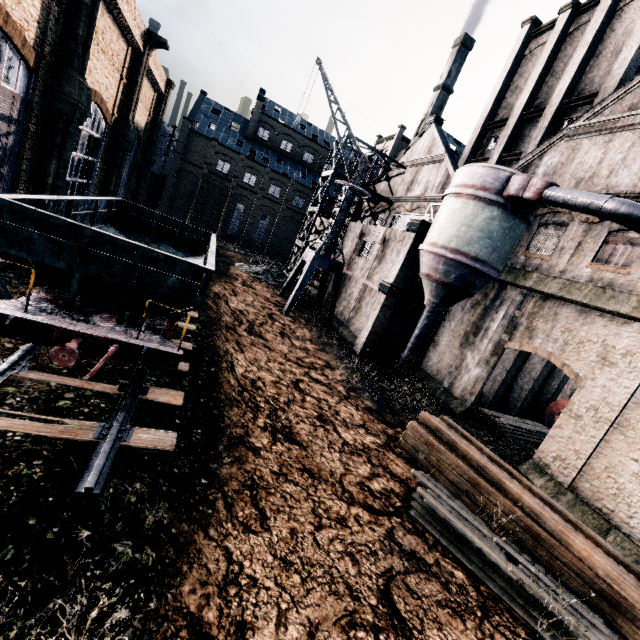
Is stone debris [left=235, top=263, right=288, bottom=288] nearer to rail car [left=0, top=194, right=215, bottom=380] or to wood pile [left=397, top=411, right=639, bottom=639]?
rail car [left=0, top=194, right=215, bottom=380]

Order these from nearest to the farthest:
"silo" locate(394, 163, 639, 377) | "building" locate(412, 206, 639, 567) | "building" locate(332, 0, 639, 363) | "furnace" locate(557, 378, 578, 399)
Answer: "building" locate(412, 206, 639, 567)
"silo" locate(394, 163, 639, 377)
"building" locate(332, 0, 639, 363)
"furnace" locate(557, 378, 578, 399)

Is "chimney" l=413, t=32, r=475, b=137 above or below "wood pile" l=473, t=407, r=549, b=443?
above

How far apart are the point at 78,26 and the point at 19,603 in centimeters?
2439cm

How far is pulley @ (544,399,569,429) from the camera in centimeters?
2364cm

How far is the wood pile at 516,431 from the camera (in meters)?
19.80

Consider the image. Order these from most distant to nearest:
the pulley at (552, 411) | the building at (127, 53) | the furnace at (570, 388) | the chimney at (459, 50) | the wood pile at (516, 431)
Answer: the chimney at (459, 50) < the furnace at (570, 388) < the pulley at (552, 411) < the wood pile at (516, 431) < the building at (127, 53)

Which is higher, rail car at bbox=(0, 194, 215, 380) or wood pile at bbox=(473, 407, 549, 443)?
rail car at bbox=(0, 194, 215, 380)
